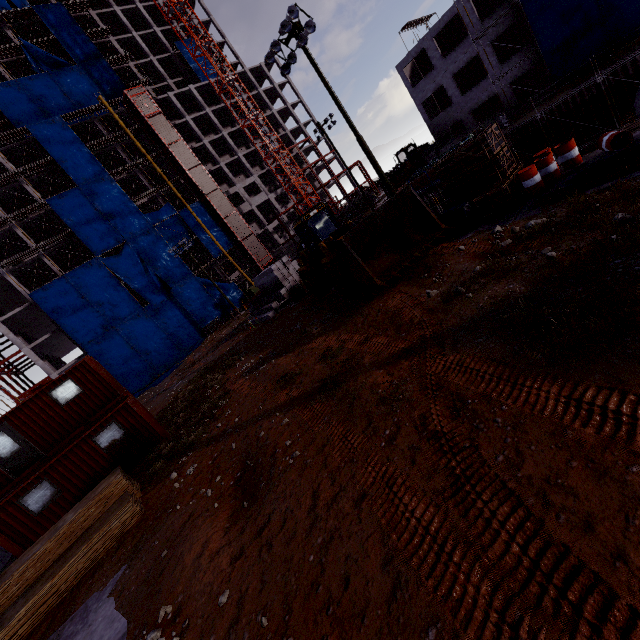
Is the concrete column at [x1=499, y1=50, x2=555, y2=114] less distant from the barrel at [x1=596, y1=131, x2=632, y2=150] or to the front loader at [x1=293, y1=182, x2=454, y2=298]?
the barrel at [x1=596, y1=131, x2=632, y2=150]

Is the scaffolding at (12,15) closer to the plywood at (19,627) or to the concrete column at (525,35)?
the concrete column at (525,35)

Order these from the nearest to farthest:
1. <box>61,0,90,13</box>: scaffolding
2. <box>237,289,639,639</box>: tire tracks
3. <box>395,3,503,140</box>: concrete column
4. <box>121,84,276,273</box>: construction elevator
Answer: <box>237,289,639,639</box>: tire tracks, <box>395,3,503,140</box>: concrete column, <box>121,84,276,273</box>: construction elevator, <box>61,0,90,13</box>: scaffolding

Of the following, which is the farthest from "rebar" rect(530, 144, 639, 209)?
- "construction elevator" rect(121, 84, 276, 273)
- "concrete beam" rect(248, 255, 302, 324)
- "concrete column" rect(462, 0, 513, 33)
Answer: "construction elevator" rect(121, 84, 276, 273)

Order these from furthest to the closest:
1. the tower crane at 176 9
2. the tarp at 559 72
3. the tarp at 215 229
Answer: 1. the tarp at 215 229
2. the tower crane at 176 9
3. the tarp at 559 72

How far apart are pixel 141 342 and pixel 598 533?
45.42m

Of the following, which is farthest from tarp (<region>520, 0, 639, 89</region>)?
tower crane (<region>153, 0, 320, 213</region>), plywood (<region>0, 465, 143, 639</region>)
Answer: plywood (<region>0, 465, 143, 639</region>)

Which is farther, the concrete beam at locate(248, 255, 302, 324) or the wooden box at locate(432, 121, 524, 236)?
the concrete beam at locate(248, 255, 302, 324)
